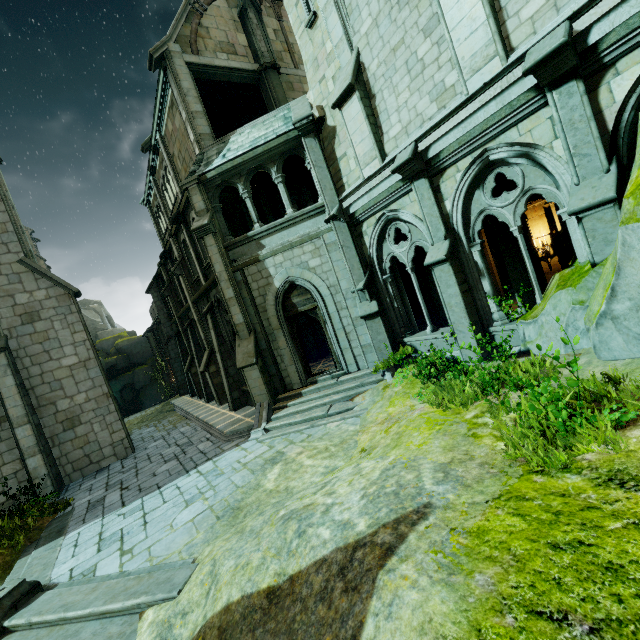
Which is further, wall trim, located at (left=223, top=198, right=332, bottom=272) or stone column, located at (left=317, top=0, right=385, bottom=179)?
wall trim, located at (left=223, top=198, right=332, bottom=272)

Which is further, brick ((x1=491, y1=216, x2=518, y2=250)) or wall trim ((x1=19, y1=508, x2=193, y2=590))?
brick ((x1=491, y1=216, x2=518, y2=250))

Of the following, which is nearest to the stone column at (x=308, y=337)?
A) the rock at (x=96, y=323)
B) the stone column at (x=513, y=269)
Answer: the stone column at (x=513, y=269)

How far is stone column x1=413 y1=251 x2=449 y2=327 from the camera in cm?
1262

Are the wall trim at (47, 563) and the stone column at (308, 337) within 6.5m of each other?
no

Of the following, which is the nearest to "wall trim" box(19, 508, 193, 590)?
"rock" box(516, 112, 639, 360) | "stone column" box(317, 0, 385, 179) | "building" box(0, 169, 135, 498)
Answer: "building" box(0, 169, 135, 498)

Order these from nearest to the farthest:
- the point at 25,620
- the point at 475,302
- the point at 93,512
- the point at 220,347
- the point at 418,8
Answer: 1. the point at 25,620
2. the point at 418,8
3. the point at 475,302
4. the point at 93,512
5. the point at 220,347

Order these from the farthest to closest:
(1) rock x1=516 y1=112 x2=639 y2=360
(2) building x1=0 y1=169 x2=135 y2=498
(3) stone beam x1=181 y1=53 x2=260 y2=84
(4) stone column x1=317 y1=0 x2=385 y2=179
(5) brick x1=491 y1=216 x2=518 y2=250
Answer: (3) stone beam x1=181 y1=53 x2=260 y2=84 → (2) building x1=0 y1=169 x2=135 y2=498 → (5) brick x1=491 y1=216 x2=518 y2=250 → (4) stone column x1=317 y1=0 x2=385 y2=179 → (1) rock x1=516 y1=112 x2=639 y2=360
